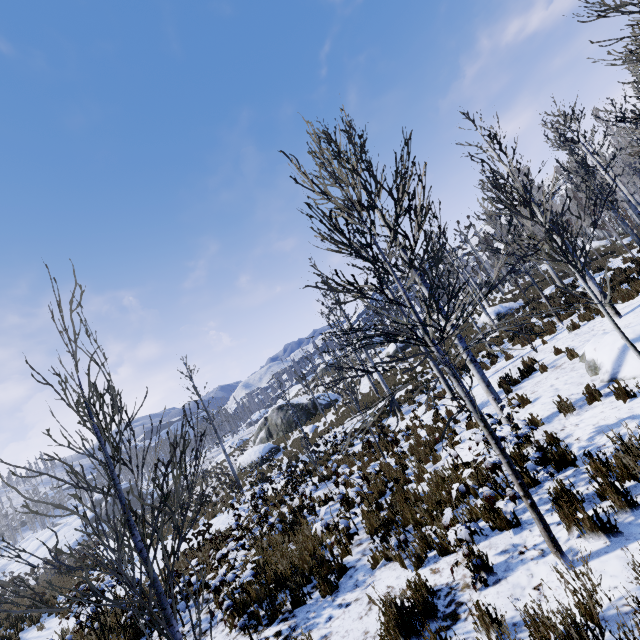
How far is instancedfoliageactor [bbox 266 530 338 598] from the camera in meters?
5.4 m

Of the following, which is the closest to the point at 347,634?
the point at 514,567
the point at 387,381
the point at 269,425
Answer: the point at 514,567

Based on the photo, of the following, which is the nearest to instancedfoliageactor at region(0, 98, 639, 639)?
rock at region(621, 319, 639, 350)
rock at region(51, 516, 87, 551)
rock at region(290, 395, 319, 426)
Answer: rock at region(621, 319, 639, 350)

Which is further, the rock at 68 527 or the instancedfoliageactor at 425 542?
the rock at 68 527

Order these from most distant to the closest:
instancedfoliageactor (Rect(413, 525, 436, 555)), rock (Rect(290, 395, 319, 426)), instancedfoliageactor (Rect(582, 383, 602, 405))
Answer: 1. rock (Rect(290, 395, 319, 426))
2. instancedfoliageactor (Rect(582, 383, 602, 405))
3. instancedfoliageactor (Rect(413, 525, 436, 555))

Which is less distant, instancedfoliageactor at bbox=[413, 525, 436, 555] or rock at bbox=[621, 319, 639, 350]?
instancedfoliageactor at bbox=[413, 525, 436, 555]

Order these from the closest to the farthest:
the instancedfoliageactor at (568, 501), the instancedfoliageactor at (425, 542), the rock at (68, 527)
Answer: the instancedfoliageactor at (568, 501)
the instancedfoliageactor at (425, 542)
the rock at (68, 527)
